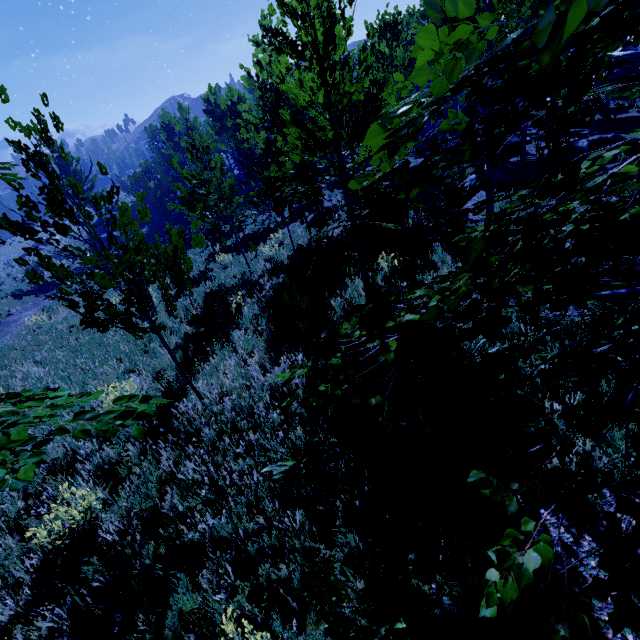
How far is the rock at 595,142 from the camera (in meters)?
11.58

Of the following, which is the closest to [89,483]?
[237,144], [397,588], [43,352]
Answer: [397,588]

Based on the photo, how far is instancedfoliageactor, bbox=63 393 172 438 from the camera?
1.2 meters

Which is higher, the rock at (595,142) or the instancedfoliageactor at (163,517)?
the rock at (595,142)

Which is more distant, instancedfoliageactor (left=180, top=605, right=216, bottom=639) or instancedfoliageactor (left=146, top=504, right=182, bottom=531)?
instancedfoliageactor (left=146, top=504, right=182, bottom=531)

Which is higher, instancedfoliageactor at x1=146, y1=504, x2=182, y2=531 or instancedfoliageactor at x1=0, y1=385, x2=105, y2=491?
instancedfoliageactor at x1=0, y1=385, x2=105, y2=491

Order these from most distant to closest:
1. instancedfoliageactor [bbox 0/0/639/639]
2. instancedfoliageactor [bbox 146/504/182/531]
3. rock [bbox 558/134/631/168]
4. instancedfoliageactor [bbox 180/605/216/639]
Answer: rock [bbox 558/134/631/168] < instancedfoliageactor [bbox 146/504/182/531] < instancedfoliageactor [bbox 180/605/216/639] < instancedfoliageactor [bbox 0/0/639/639]
